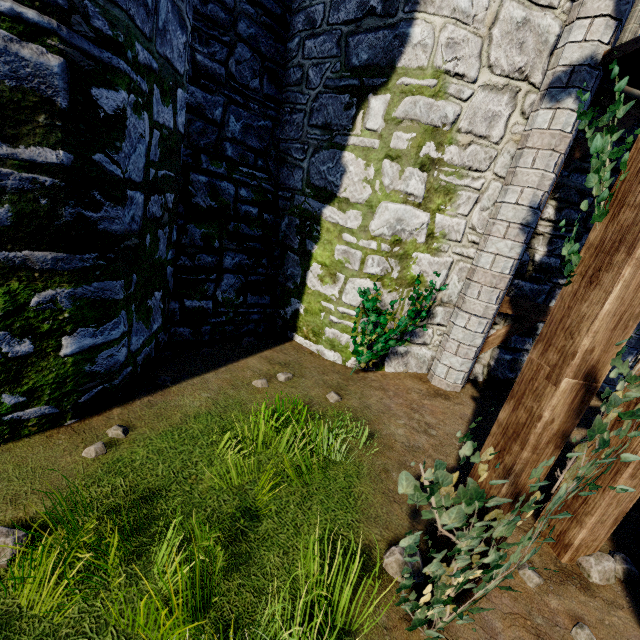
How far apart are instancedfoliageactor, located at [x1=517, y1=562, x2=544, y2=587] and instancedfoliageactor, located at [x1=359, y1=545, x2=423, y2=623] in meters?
1.0

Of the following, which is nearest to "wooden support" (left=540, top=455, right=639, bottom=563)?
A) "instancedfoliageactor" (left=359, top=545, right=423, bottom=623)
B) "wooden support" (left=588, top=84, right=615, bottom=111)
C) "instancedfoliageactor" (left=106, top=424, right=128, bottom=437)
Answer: "instancedfoliageactor" (left=359, top=545, right=423, bottom=623)

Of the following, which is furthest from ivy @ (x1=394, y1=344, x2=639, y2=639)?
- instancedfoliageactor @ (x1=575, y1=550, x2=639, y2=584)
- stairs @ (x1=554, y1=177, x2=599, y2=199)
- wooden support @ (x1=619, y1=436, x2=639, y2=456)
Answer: stairs @ (x1=554, y1=177, x2=599, y2=199)

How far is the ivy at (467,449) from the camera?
1.5m

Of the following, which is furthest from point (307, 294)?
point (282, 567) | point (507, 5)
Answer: point (507, 5)

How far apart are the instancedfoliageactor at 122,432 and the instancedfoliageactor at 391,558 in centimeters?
201cm

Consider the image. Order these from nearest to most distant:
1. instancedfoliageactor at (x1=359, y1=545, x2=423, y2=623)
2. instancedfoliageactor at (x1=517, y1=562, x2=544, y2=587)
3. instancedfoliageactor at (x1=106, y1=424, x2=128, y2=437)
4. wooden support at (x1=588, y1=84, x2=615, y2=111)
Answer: instancedfoliageactor at (x1=359, y1=545, x2=423, y2=623) → instancedfoliageactor at (x1=517, y1=562, x2=544, y2=587) → instancedfoliageactor at (x1=106, y1=424, x2=128, y2=437) → wooden support at (x1=588, y1=84, x2=615, y2=111)

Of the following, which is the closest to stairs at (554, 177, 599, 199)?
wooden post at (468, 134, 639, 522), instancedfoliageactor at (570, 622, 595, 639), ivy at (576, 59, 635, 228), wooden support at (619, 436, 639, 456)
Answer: ivy at (576, 59, 635, 228)
